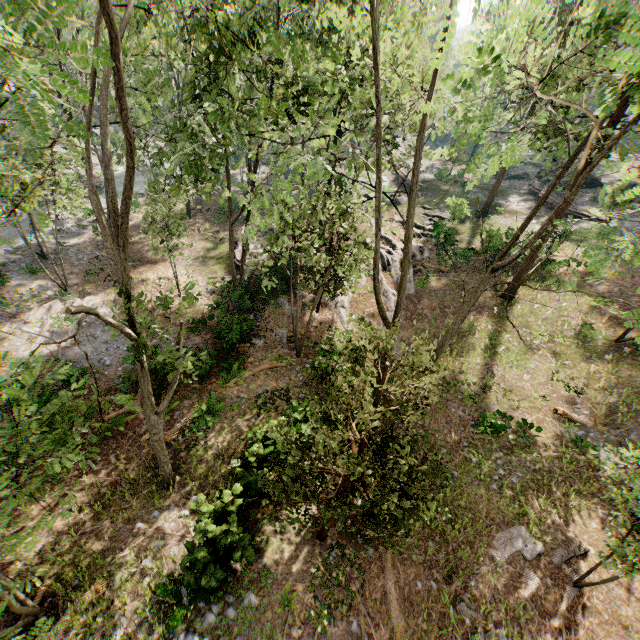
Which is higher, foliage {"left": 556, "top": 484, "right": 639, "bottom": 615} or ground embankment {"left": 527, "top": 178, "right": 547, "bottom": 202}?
ground embankment {"left": 527, "top": 178, "right": 547, "bottom": 202}

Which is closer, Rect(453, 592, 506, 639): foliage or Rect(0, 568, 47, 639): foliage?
Rect(0, 568, 47, 639): foliage

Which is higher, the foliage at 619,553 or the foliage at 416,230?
the foliage at 416,230

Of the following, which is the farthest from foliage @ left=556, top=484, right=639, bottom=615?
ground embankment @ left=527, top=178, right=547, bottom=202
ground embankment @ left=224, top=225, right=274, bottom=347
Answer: ground embankment @ left=527, top=178, right=547, bottom=202

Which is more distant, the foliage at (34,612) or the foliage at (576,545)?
the foliage at (576,545)

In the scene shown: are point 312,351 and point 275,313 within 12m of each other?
yes

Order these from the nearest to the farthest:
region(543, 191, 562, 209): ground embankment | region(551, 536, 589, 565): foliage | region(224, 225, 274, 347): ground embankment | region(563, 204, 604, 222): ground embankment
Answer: region(551, 536, 589, 565): foliage < region(224, 225, 274, 347): ground embankment < region(563, 204, 604, 222): ground embankment < region(543, 191, 562, 209): ground embankment

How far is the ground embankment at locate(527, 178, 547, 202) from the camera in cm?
3475
